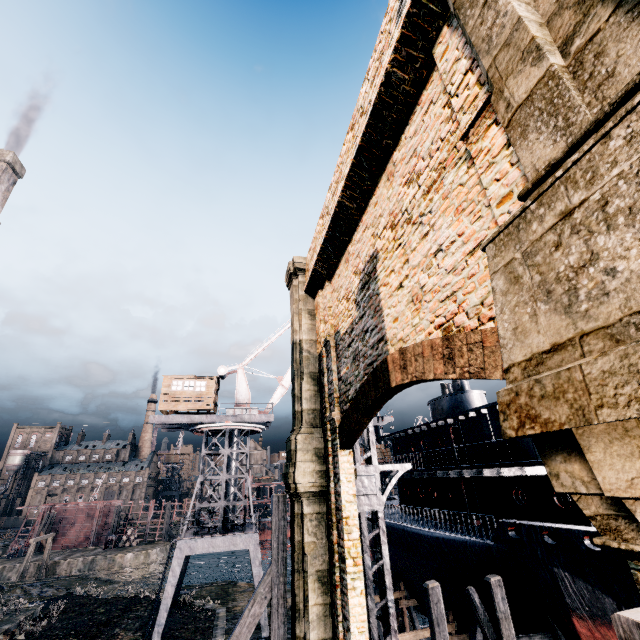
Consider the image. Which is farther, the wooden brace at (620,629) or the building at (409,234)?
the building at (409,234)

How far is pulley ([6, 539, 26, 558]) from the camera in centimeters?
5235cm

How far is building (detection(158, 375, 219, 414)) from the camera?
28.4m

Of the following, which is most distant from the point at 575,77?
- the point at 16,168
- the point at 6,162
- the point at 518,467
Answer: the point at 16,168

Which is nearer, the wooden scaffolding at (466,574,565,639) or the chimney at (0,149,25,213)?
the wooden scaffolding at (466,574,565,639)

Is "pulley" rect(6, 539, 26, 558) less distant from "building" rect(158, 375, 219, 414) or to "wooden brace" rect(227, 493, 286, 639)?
"building" rect(158, 375, 219, 414)

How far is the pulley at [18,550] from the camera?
52.3 meters

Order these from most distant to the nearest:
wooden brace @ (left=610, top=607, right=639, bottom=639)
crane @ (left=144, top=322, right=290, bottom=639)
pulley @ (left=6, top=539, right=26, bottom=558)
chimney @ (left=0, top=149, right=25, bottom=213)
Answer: pulley @ (left=6, top=539, right=26, bottom=558) < chimney @ (left=0, top=149, right=25, bottom=213) < crane @ (left=144, top=322, right=290, bottom=639) < wooden brace @ (left=610, top=607, right=639, bottom=639)
